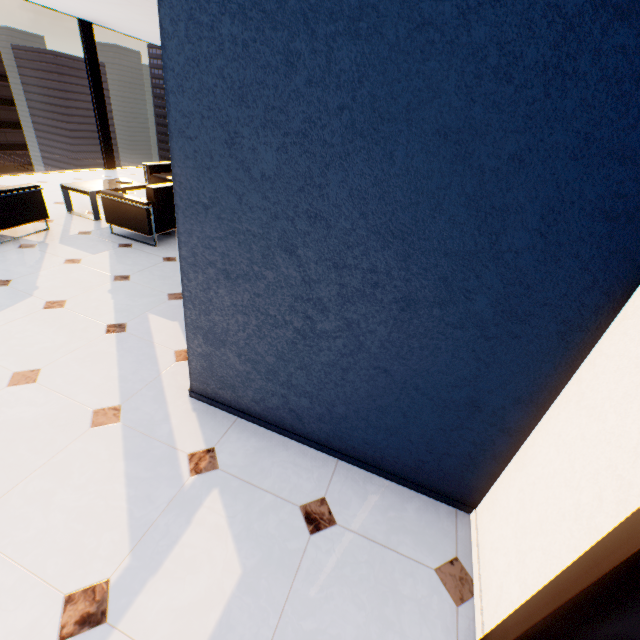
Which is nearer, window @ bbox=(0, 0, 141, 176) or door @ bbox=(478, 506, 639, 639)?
door @ bbox=(478, 506, 639, 639)

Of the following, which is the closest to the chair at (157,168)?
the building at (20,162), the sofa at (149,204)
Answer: the sofa at (149,204)

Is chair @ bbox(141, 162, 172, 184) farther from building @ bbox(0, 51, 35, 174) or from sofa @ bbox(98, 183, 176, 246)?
building @ bbox(0, 51, 35, 174)

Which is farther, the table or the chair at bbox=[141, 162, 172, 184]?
the chair at bbox=[141, 162, 172, 184]

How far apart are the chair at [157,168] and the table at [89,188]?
0.7 meters

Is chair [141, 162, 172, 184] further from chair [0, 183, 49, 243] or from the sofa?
chair [0, 183, 49, 243]

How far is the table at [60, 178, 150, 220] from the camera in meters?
5.0

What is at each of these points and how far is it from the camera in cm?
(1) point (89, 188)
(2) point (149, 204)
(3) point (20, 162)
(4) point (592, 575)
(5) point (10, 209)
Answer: (1) table, 503
(2) sofa, 428
(3) building, 5219
(4) door, 91
(5) chair, 393
